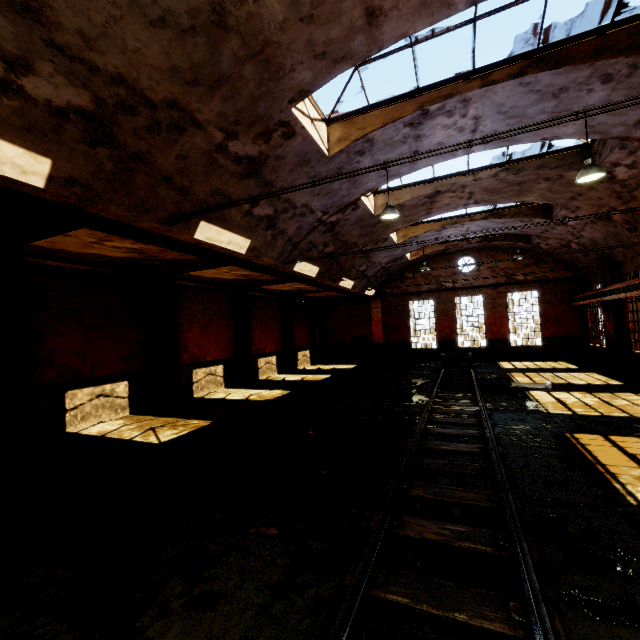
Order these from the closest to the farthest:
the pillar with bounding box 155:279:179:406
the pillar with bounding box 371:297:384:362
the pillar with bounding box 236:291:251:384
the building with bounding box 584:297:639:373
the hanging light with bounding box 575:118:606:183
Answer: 1. the hanging light with bounding box 575:118:606:183
2. the pillar with bounding box 155:279:179:406
3. the building with bounding box 584:297:639:373
4. the pillar with bounding box 236:291:251:384
5. the pillar with bounding box 371:297:384:362

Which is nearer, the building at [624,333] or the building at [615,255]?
the building at [615,255]

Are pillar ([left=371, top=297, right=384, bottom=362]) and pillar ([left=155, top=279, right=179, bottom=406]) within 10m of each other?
no

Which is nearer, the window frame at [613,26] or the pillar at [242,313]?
the window frame at [613,26]

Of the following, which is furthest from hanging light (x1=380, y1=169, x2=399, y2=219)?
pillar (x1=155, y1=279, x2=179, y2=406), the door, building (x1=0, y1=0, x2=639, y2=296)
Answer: the door

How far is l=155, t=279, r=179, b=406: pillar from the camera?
12.6 meters

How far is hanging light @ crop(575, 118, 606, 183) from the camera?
Result: 7.3m

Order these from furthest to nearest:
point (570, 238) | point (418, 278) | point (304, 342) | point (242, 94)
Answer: point (304, 342) < point (418, 278) < point (570, 238) < point (242, 94)
